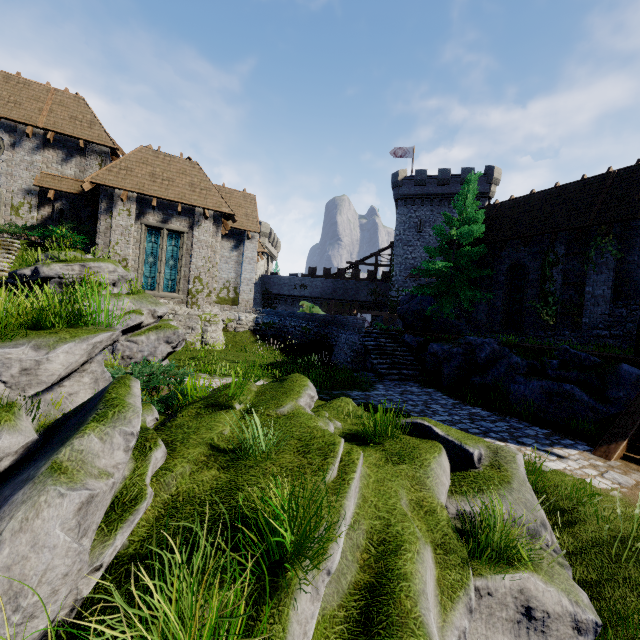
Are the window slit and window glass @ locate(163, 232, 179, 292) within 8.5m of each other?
yes

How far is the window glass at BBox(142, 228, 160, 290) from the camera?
17.2 meters

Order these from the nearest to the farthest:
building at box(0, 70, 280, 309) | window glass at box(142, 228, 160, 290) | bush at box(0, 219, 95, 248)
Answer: bush at box(0, 219, 95, 248) < building at box(0, 70, 280, 309) < window glass at box(142, 228, 160, 290)

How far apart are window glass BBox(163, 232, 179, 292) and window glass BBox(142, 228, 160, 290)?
0.20m

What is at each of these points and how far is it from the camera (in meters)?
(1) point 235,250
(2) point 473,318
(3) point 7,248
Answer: (1) building, 22.19
(2) building, 20.45
(3) stairs, 13.77

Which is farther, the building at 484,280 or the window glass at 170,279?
the building at 484,280

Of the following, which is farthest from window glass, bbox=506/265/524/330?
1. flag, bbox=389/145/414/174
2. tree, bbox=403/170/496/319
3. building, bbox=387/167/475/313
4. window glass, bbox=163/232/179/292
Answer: flag, bbox=389/145/414/174

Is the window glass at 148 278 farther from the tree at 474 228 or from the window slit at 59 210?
the tree at 474 228
